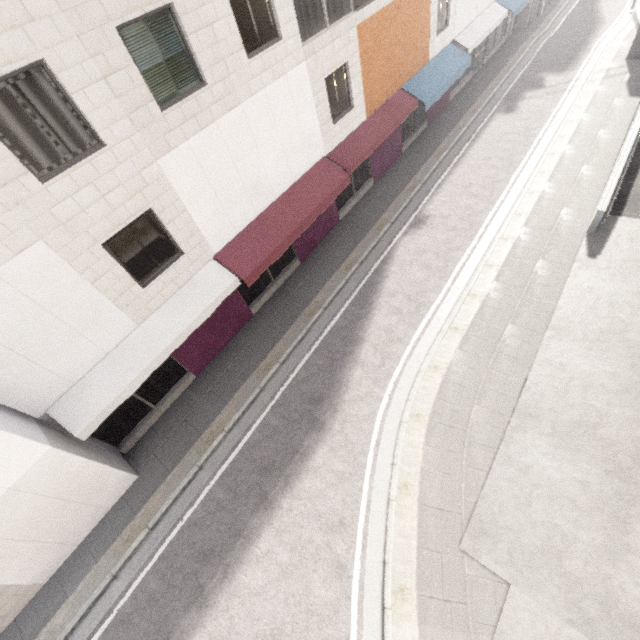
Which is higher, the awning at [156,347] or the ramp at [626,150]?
the awning at [156,347]

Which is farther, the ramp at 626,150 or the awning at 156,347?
the ramp at 626,150

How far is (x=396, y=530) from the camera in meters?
7.2

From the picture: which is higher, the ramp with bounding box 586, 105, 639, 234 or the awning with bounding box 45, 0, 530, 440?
the awning with bounding box 45, 0, 530, 440

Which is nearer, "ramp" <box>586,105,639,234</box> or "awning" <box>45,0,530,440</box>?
"awning" <box>45,0,530,440</box>
